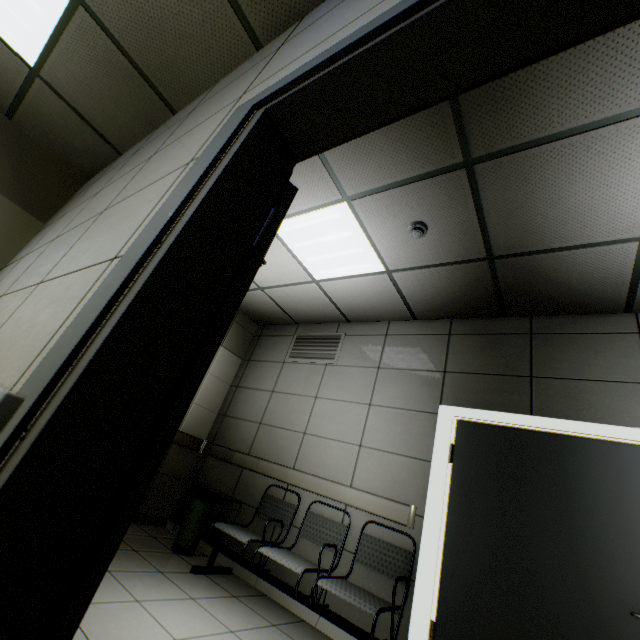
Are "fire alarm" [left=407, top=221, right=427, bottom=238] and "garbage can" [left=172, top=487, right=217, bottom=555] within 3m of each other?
no

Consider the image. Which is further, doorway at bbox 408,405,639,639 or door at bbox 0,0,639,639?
doorway at bbox 408,405,639,639

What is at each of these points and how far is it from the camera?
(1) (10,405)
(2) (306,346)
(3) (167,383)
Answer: (1) cable duct, 0.6 meters
(2) ventilation grill, 5.0 meters
(3) door, 0.8 meters

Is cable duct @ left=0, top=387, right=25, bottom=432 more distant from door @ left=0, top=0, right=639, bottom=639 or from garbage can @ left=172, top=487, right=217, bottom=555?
garbage can @ left=172, top=487, right=217, bottom=555

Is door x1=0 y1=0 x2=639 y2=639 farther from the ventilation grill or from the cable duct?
the ventilation grill

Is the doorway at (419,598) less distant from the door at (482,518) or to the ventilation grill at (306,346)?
the door at (482,518)

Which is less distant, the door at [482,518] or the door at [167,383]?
the door at [167,383]

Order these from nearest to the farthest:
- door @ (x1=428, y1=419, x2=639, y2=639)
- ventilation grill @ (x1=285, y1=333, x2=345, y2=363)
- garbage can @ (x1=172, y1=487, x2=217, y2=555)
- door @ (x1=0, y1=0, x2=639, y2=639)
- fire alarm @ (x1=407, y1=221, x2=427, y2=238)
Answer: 1. door @ (x1=0, y1=0, x2=639, y2=639)
2. door @ (x1=428, y1=419, x2=639, y2=639)
3. fire alarm @ (x1=407, y1=221, x2=427, y2=238)
4. garbage can @ (x1=172, y1=487, x2=217, y2=555)
5. ventilation grill @ (x1=285, y1=333, x2=345, y2=363)
